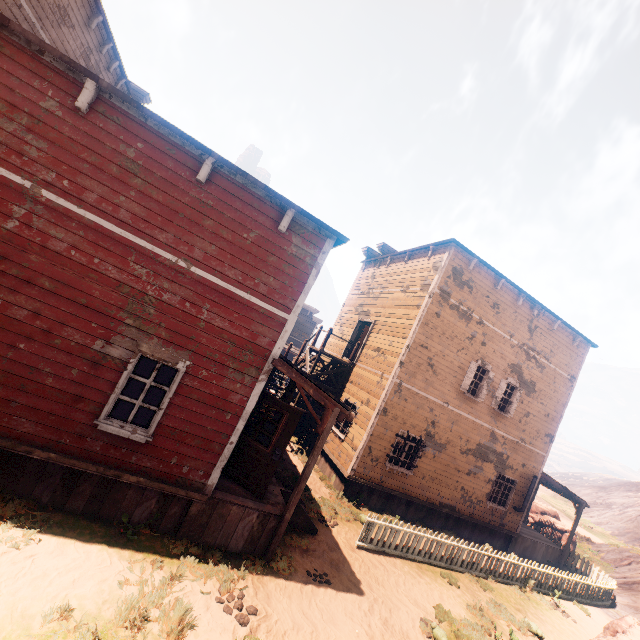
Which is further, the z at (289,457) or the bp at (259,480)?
the z at (289,457)

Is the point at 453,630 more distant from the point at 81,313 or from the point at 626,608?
the point at 626,608

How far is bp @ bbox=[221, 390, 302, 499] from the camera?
7.5 meters

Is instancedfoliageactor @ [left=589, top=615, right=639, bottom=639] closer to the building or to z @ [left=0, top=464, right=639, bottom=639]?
z @ [left=0, top=464, right=639, bottom=639]

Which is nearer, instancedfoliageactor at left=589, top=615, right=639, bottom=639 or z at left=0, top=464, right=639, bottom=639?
z at left=0, top=464, right=639, bottom=639

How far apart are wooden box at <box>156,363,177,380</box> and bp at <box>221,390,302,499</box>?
6.20m

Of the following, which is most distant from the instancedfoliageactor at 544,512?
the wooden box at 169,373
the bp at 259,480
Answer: the wooden box at 169,373

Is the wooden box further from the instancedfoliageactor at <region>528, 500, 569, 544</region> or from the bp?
the instancedfoliageactor at <region>528, 500, 569, 544</region>
